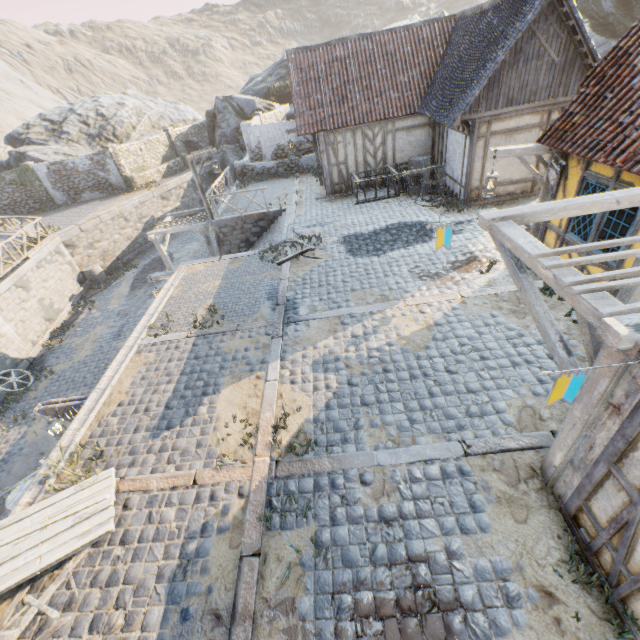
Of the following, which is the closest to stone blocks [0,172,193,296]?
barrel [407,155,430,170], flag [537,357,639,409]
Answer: flag [537,357,639,409]

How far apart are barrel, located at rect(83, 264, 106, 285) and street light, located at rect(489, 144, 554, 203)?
21.40m

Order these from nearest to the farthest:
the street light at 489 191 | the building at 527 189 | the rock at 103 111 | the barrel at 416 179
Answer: the street light at 489 191 → the building at 527 189 → the barrel at 416 179 → the rock at 103 111

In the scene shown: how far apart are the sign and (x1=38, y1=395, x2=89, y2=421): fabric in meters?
11.8

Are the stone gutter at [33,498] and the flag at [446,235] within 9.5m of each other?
yes

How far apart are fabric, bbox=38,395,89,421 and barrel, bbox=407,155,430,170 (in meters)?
14.74

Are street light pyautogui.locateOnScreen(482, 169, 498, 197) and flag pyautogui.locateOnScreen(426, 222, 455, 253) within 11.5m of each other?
yes

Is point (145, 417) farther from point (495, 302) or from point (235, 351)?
point (495, 302)
